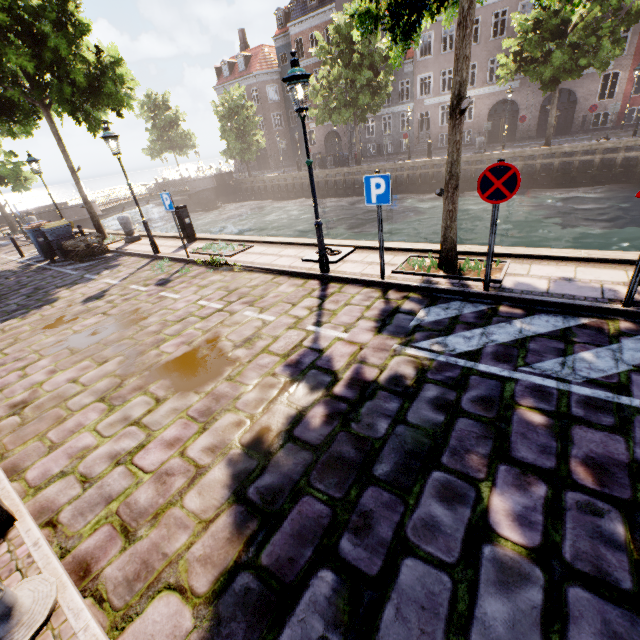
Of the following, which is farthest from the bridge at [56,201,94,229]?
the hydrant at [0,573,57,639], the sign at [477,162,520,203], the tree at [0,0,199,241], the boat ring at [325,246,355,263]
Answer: the sign at [477,162,520,203]

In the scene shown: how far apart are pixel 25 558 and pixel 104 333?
4.5 meters

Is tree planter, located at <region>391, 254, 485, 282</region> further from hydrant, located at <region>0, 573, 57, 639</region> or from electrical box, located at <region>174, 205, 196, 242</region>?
electrical box, located at <region>174, 205, 196, 242</region>

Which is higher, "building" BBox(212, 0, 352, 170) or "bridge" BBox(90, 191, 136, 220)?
"building" BBox(212, 0, 352, 170)

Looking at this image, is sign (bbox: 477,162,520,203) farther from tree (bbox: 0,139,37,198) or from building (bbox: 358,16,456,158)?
building (bbox: 358,16,456,158)

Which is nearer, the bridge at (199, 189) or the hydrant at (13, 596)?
the hydrant at (13, 596)

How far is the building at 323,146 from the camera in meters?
37.1 m

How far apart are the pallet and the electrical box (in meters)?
3.43
